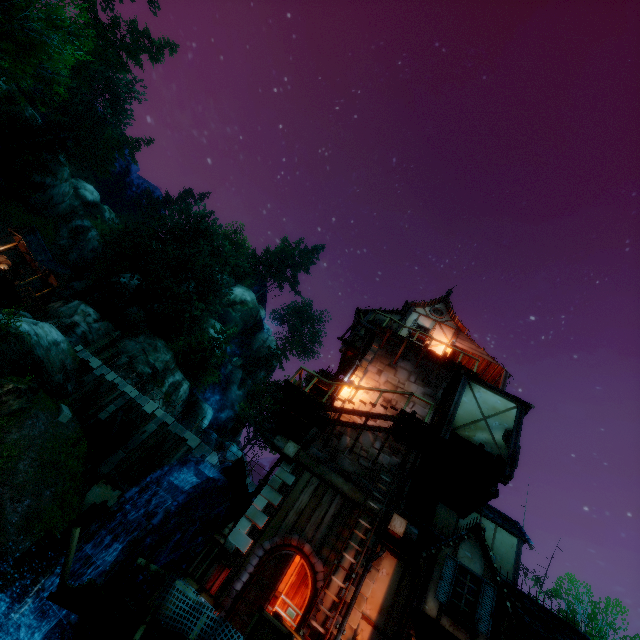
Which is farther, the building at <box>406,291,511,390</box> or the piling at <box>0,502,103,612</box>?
the building at <box>406,291,511,390</box>

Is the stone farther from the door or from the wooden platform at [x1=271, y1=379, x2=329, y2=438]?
the door

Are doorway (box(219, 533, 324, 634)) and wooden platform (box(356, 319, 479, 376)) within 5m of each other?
no

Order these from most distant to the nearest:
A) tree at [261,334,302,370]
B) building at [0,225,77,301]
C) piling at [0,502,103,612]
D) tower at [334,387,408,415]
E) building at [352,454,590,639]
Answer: tree at [261,334,302,370] < building at [0,225,77,301] < tower at [334,387,408,415] < piling at [0,502,103,612] < building at [352,454,590,639]

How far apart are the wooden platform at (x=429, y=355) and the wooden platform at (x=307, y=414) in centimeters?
584cm

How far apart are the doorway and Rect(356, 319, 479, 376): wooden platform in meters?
9.3

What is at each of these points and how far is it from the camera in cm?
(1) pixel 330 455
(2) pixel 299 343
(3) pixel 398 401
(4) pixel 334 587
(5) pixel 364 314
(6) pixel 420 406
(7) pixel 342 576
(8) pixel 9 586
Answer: (1) tower, 1188
(2) tree, 5888
(3) tower, 1402
(4) tower, 909
(5) building, 1944
(6) tower, 1395
(7) tower, 929
(8) piling, 890

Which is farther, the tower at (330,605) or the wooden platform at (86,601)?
the tower at (330,605)
